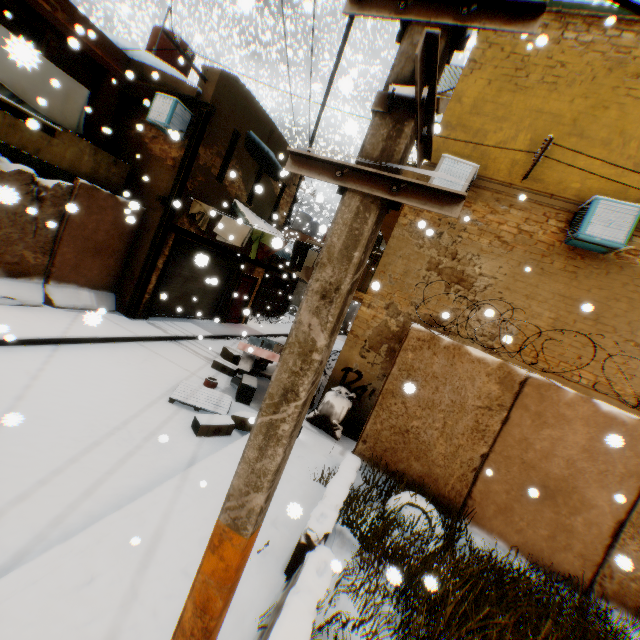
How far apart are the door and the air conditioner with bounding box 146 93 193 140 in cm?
593

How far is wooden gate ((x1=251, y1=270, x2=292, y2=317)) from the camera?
19.83m

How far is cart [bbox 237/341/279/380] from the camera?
7.88m

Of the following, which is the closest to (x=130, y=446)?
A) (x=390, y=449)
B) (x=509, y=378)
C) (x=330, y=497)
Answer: (x=330, y=497)

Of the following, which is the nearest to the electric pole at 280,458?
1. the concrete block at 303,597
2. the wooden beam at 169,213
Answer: the concrete block at 303,597

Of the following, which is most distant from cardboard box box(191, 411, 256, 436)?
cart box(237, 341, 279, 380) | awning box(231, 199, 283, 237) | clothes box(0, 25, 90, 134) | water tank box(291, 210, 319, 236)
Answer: water tank box(291, 210, 319, 236)

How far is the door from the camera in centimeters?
1522cm

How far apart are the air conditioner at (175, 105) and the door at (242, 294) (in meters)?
5.93
